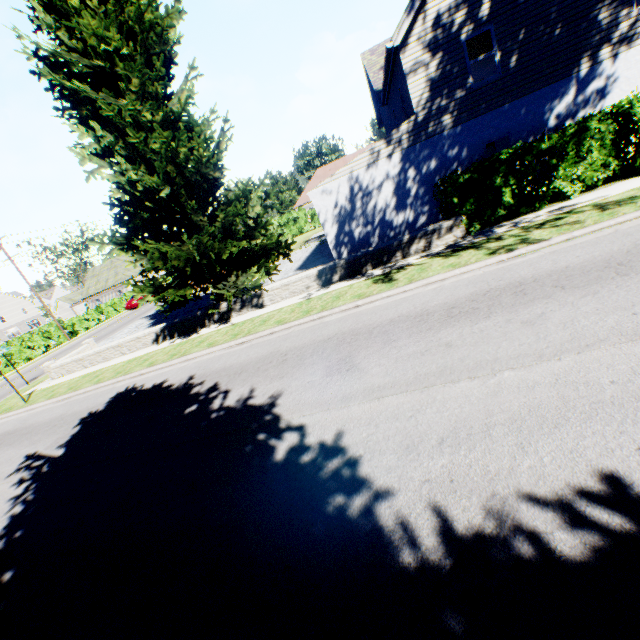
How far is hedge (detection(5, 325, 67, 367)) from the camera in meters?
28.2

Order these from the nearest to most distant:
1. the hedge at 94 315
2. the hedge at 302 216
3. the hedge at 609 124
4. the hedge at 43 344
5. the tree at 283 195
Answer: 1. the hedge at 609 124
2. the hedge at 43 344
3. the hedge at 94 315
4. the hedge at 302 216
5. the tree at 283 195

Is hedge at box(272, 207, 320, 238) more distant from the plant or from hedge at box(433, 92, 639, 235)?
the plant

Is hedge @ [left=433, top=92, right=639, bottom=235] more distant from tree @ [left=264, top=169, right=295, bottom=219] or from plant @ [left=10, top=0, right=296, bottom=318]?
tree @ [left=264, top=169, right=295, bottom=219]

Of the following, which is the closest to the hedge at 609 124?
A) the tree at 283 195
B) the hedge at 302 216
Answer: the hedge at 302 216

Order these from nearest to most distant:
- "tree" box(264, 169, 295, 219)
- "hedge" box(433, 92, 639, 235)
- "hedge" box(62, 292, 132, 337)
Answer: "hedge" box(433, 92, 639, 235), "hedge" box(62, 292, 132, 337), "tree" box(264, 169, 295, 219)

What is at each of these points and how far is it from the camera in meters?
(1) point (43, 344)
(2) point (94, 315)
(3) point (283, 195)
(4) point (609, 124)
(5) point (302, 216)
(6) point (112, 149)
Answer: (1) hedge, 30.5 m
(2) hedge, 36.2 m
(3) tree, 54.8 m
(4) hedge, 9.9 m
(5) hedge, 40.1 m
(6) plant, 11.0 m
